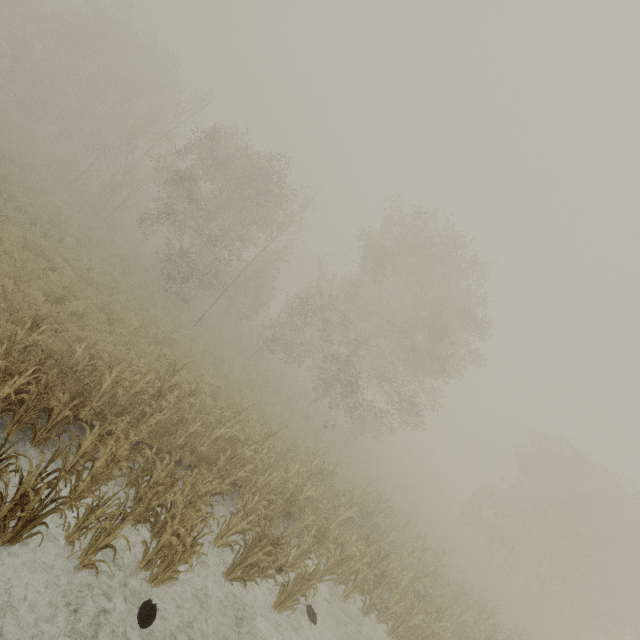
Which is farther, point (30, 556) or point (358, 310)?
point (358, 310)
